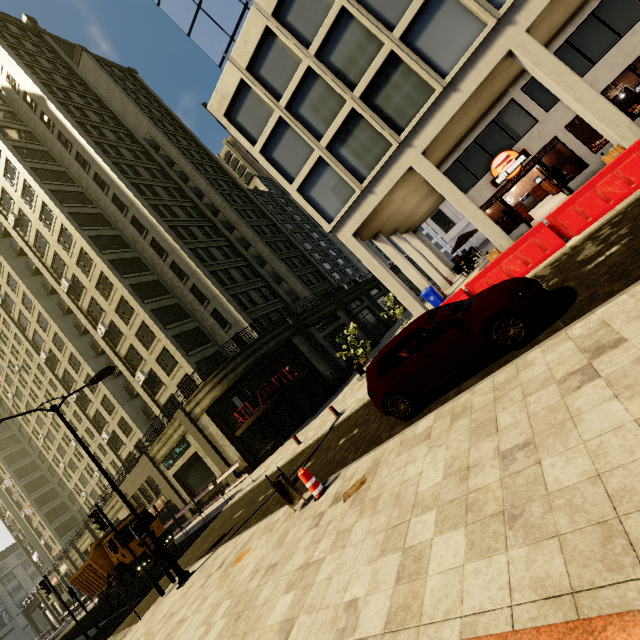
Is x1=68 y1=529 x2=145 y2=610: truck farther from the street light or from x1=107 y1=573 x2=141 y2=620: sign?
the street light

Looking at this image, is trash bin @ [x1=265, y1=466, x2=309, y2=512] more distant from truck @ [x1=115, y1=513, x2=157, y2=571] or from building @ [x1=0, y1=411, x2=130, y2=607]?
truck @ [x1=115, y1=513, x2=157, y2=571]

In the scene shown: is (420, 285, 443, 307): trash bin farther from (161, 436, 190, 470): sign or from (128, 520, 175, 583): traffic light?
(161, 436, 190, 470): sign

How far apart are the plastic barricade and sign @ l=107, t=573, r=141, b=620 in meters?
8.9

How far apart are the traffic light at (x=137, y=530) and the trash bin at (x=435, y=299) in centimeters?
1734cm

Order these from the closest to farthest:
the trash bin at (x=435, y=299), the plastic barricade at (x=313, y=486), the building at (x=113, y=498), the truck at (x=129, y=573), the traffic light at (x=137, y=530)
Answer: the plastic barricade at (x=313, y=486), the traffic light at (x=137, y=530), the truck at (x=129, y=573), the trash bin at (x=435, y=299), the building at (x=113, y=498)

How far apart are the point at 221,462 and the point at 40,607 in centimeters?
7109cm

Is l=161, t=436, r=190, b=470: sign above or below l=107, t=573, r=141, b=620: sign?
above
